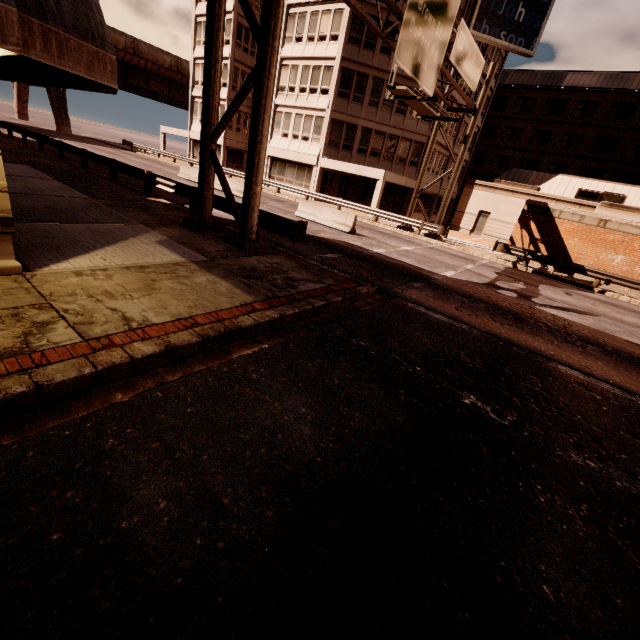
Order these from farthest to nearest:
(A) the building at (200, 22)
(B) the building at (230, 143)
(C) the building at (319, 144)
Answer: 1. (B) the building at (230, 143)
2. (A) the building at (200, 22)
3. (C) the building at (319, 144)

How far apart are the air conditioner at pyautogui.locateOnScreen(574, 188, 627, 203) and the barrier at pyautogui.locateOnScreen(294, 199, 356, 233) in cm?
2378

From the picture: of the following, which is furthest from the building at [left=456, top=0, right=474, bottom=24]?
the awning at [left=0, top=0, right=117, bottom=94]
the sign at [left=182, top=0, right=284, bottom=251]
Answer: the awning at [left=0, top=0, right=117, bottom=94]

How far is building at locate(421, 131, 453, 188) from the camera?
32.0 meters

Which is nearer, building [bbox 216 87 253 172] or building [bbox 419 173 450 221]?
building [bbox 419 173 450 221]

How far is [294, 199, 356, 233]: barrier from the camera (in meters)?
17.27

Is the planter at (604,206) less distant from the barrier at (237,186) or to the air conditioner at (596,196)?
the air conditioner at (596,196)

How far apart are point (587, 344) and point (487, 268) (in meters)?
8.80
